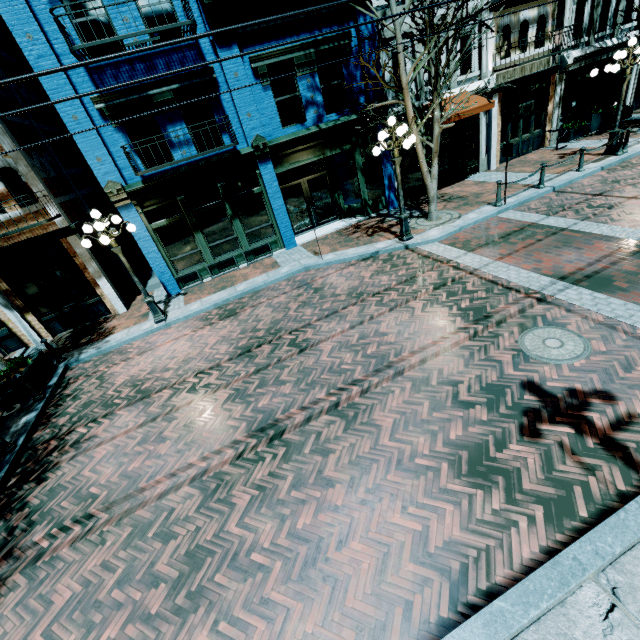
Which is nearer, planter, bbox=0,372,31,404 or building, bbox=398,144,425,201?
planter, bbox=0,372,31,404

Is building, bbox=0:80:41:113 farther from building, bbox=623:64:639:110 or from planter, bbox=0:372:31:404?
planter, bbox=0:372:31:404

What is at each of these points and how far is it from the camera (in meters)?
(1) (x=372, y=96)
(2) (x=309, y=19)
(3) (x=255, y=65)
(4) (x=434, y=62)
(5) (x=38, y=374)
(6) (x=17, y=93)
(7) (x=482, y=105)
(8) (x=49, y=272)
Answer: (1) building, 12.20
(2) building, 10.71
(3) building, 10.54
(4) tree, 9.77
(5) planter, 8.83
(6) building, 11.95
(7) awning, 12.46
(8) building, 11.21

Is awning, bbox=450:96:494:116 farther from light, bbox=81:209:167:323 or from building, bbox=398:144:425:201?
light, bbox=81:209:167:323

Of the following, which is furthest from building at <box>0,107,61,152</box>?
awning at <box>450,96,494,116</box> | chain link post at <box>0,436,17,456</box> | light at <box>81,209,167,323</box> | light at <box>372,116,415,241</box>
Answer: awning at <box>450,96,494,116</box>

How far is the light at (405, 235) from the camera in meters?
9.1

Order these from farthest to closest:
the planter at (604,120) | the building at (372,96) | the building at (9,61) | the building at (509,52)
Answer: the planter at (604,120)
the building at (509,52)
the building at (372,96)
the building at (9,61)

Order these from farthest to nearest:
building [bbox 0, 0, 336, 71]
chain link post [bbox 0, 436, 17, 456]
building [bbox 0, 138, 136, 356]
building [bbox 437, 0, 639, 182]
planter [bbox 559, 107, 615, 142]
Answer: planter [bbox 559, 107, 615, 142] → building [bbox 437, 0, 639, 182] → building [bbox 0, 138, 136, 356] → building [bbox 0, 0, 336, 71] → chain link post [bbox 0, 436, 17, 456]
